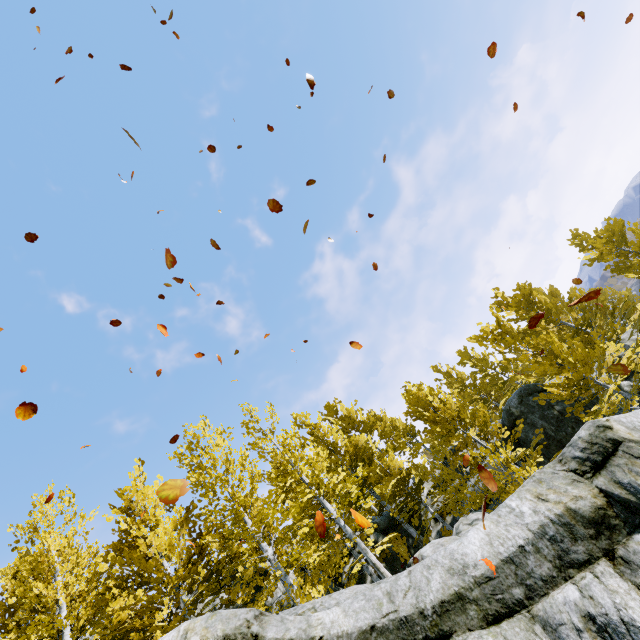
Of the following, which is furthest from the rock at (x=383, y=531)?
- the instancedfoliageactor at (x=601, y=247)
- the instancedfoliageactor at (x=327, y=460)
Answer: the instancedfoliageactor at (x=601, y=247)

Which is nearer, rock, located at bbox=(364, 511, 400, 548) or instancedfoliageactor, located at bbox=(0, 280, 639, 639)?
instancedfoliageactor, located at bbox=(0, 280, 639, 639)

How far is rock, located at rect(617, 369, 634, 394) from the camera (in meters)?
15.91

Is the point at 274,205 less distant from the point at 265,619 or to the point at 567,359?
the point at 265,619

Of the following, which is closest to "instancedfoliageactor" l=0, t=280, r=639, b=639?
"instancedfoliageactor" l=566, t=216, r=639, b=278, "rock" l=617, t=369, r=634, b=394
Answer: "rock" l=617, t=369, r=634, b=394

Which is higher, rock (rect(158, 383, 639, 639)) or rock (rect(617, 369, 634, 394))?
rock (rect(158, 383, 639, 639))

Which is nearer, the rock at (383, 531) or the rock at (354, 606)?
the rock at (354, 606)
